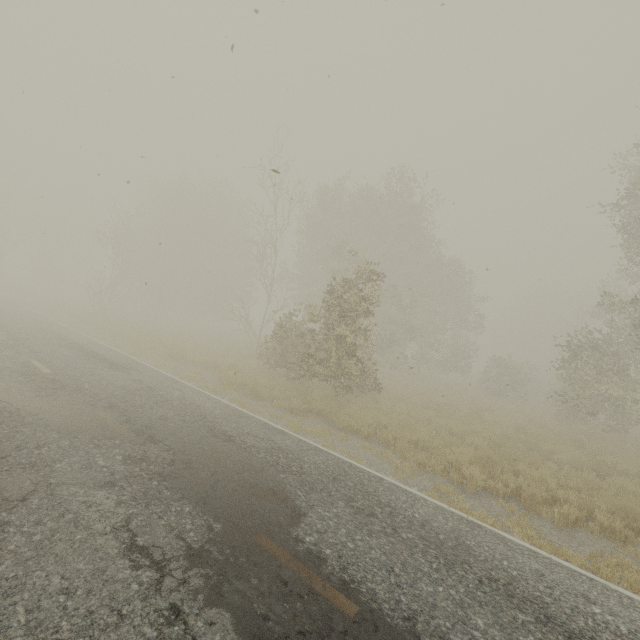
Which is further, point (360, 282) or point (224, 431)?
point (360, 282)
